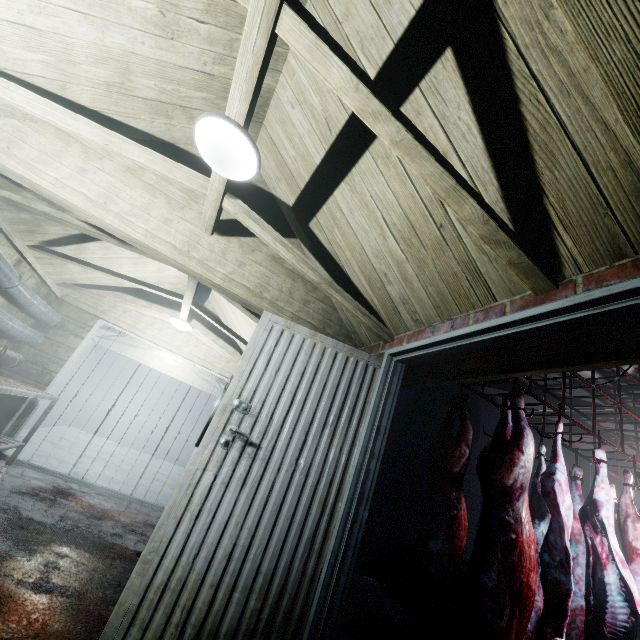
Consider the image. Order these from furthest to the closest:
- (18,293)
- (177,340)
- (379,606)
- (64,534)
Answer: (177,340) → (379,606) → (18,293) → (64,534)

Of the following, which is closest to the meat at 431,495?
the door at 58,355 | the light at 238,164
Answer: the light at 238,164

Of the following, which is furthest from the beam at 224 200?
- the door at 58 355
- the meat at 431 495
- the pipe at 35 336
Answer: the door at 58 355

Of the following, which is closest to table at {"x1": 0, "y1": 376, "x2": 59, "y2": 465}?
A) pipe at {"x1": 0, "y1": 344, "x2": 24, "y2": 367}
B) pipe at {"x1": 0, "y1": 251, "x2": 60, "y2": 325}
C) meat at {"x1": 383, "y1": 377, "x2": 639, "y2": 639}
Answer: pipe at {"x1": 0, "y1": 344, "x2": 24, "y2": 367}

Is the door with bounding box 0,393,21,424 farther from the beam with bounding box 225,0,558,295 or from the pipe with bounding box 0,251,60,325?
the beam with bounding box 225,0,558,295

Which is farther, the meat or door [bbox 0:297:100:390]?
door [bbox 0:297:100:390]

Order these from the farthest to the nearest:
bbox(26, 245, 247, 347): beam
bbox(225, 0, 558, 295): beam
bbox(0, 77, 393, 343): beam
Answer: bbox(26, 245, 247, 347): beam → bbox(0, 77, 393, 343): beam → bbox(225, 0, 558, 295): beam

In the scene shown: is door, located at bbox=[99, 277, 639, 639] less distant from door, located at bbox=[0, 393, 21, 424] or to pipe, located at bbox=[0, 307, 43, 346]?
pipe, located at bbox=[0, 307, 43, 346]
